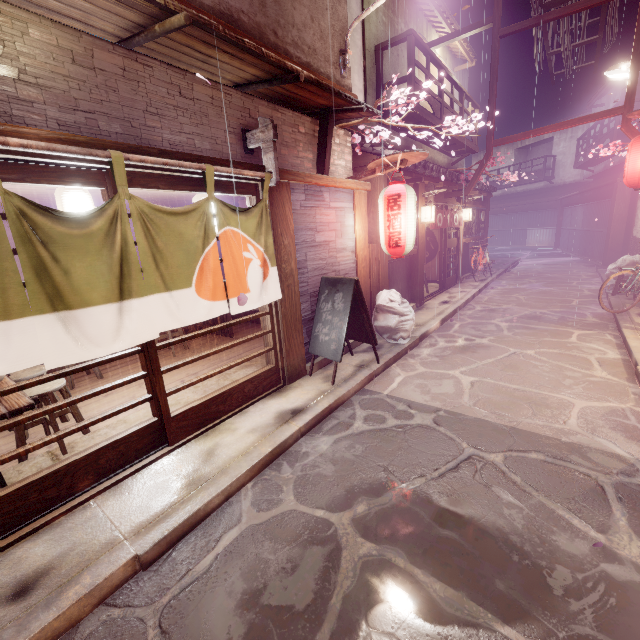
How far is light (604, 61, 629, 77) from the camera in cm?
1381

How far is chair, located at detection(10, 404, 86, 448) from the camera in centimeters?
624cm

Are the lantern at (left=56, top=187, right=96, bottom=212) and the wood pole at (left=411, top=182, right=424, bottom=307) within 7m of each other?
no

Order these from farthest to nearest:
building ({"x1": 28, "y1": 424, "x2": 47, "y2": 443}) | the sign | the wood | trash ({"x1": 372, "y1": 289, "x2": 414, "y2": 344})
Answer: trash ({"x1": 372, "y1": 289, "x2": 414, "y2": 344}), the sign, building ({"x1": 28, "y1": 424, "x2": 47, "y2": 443}), the wood

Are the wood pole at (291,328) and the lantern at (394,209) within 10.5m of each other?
yes

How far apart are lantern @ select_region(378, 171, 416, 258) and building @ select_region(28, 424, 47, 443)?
6.10m

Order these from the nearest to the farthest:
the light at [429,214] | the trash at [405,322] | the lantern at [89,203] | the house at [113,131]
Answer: the house at [113,131] < the lantern at [89,203] < the trash at [405,322] < the light at [429,214]

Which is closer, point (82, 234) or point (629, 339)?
point (82, 234)
